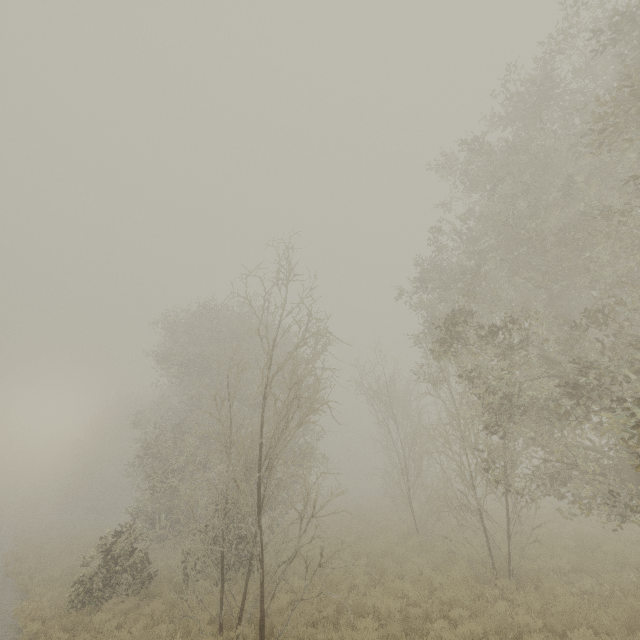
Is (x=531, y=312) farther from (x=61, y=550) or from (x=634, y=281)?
(x=61, y=550)
